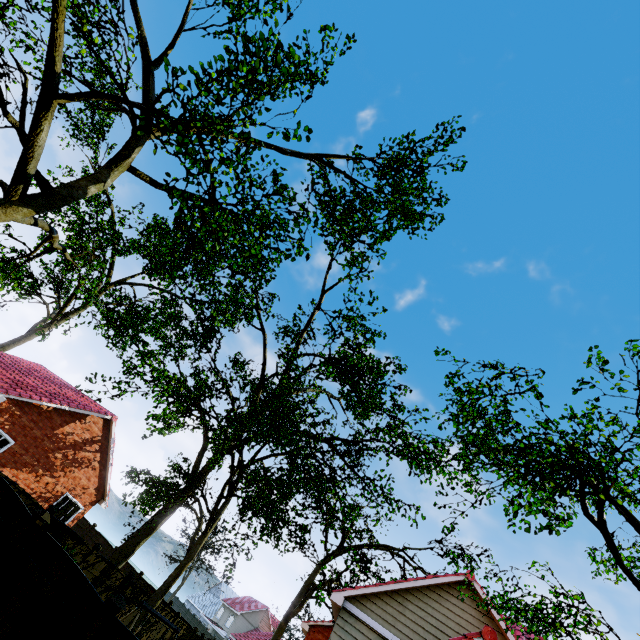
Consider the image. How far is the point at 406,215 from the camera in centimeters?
1016cm

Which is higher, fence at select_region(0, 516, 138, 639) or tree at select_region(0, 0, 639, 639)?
tree at select_region(0, 0, 639, 639)

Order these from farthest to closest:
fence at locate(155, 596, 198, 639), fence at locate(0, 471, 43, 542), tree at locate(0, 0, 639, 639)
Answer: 1. fence at locate(155, 596, 198, 639)
2. fence at locate(0, 471, 43, 542)
3. tree at locate(0, 0, 639, 639)

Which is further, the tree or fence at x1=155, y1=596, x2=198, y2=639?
fence at x1=155, y1=596, x2=198, y2=639

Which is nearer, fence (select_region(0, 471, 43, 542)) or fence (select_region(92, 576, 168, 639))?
fence (select_region(92, 576, 168, 639))

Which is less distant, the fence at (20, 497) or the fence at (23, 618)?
the fence at (23, 618)
